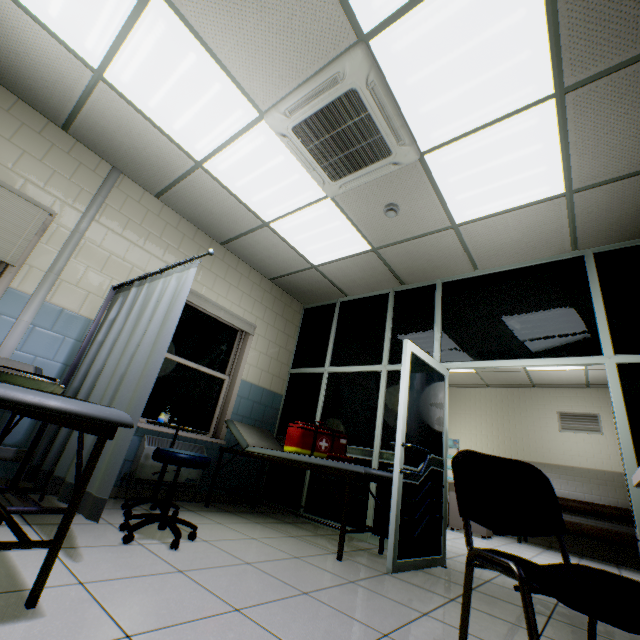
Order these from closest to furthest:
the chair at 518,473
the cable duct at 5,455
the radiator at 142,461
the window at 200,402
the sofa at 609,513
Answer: the chair at 518,473
the cable duct at 5,455
the radiator at 142,461
the window at 200,402
the sofa at 609,513

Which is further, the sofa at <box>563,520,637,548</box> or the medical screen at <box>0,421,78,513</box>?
the sofa at <box>563,520,637,548</box>

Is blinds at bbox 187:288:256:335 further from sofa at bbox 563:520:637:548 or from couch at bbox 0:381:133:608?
sofa at bbox 563:520:637:548

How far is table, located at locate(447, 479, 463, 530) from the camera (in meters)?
6.05

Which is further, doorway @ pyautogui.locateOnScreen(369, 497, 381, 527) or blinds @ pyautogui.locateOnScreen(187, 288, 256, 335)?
blinds @ pyautogui.locateOnScreen(187, 288, 256, 335)

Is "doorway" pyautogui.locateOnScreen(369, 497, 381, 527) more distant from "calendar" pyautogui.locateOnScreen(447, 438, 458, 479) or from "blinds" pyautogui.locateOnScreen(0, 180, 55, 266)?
"calendar" pyautogui.locateOnScreen(447, 438, 458, 479)

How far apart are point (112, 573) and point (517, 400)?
8.7 meters

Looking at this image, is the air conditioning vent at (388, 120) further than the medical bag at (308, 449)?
No
